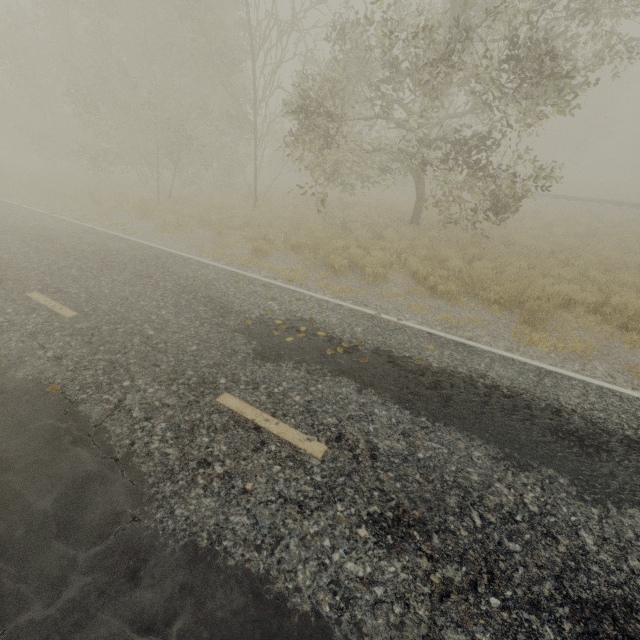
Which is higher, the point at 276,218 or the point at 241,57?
the point at 241,57
